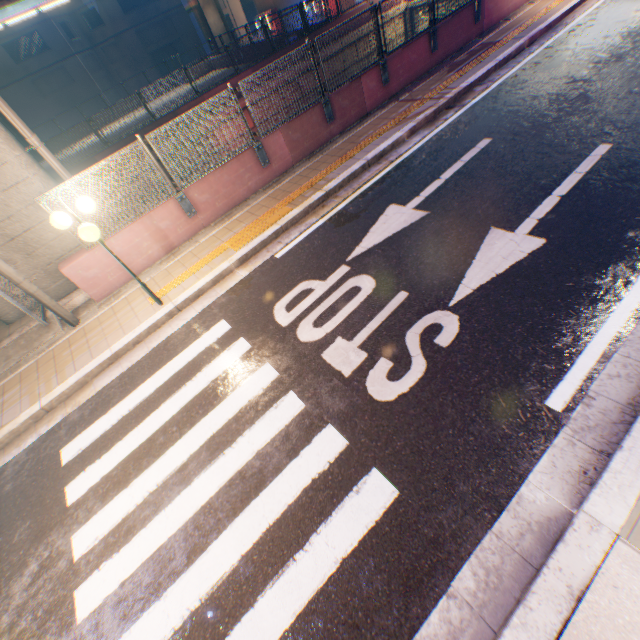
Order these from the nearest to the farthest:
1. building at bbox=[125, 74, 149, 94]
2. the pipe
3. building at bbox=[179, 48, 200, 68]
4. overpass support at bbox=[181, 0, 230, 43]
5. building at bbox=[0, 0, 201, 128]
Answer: the pipe
overpass support at bbox=[181, 0, 230, 43]
building at bbox=[0, 0, 201, 128]
building at bbox=[125, 74, 149, 94]
building at bbox=[179, 48, 200, 68]

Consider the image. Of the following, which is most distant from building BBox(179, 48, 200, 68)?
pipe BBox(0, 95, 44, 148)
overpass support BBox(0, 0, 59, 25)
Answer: pipe BBox(0, 95, 44, 148)

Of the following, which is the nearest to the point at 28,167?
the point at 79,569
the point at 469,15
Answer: the point at 79,569

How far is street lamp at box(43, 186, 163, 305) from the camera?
4.8 meters

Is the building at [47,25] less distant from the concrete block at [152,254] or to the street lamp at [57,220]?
the concrete block at [152,254]

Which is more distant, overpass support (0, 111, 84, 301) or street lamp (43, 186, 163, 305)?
overpass support (0, 111, 84, 301)

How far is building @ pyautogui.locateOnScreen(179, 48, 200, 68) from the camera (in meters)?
41.06

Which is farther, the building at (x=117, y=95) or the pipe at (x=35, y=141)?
the building at (x=117, y=95)
